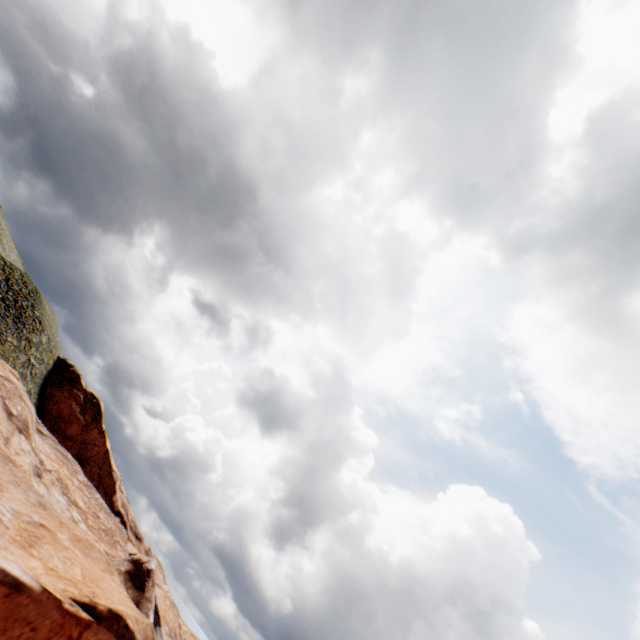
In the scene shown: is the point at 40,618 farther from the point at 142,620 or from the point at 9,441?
the point at 9,441
